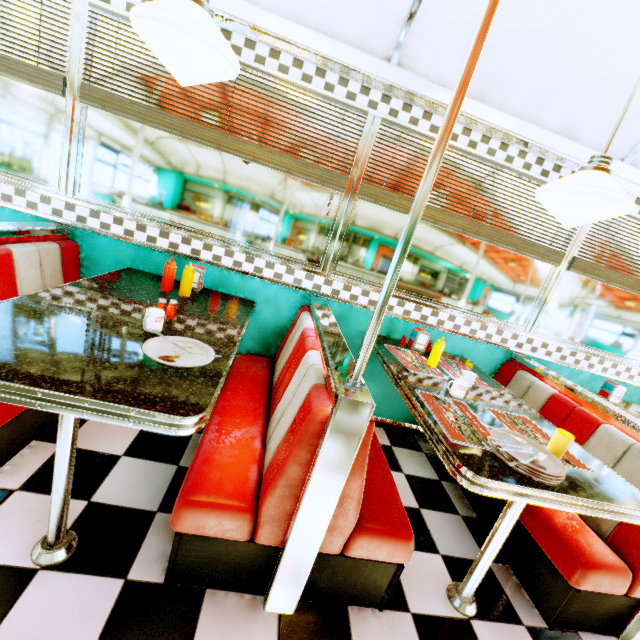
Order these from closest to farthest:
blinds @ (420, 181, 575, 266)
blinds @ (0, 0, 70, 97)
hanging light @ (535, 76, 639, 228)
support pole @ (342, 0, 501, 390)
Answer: support pole @ (342, 0, 501, 390) → hanging light @ (535, 76, 639, 228) → blinds @ (0, 0, 70, 97) → blinds @ (420, 181, 575, 266)

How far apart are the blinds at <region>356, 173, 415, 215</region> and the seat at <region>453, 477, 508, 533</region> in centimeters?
94cm

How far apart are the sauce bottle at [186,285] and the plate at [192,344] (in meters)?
0.79

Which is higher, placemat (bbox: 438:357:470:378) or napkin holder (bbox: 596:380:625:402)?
napkin holder (bbox: 596:380:625:402)

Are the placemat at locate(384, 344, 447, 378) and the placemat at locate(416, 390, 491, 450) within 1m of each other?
yes

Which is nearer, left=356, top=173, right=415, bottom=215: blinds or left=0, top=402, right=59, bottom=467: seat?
left=0, top=402, right=59, bottom=467: seat

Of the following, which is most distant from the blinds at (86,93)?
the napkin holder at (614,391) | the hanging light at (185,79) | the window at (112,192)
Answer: the napkin holder at (614,391)

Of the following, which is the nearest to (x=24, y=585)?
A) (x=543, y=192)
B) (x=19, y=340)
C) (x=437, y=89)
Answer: (x=19, y=340)
